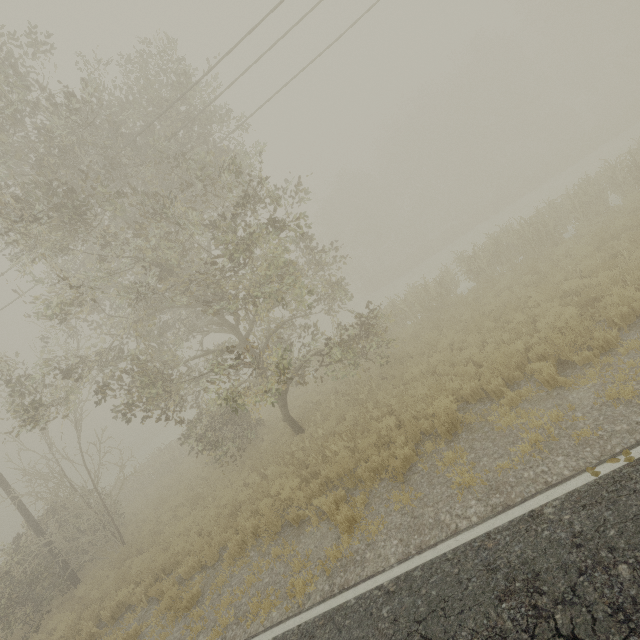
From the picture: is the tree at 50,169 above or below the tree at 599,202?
above

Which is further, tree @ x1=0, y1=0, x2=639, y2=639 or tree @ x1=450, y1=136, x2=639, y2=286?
tree @ x1=450, y1=136, x2=639, y2=286

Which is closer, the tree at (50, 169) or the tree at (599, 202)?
the tree at (50, 169)

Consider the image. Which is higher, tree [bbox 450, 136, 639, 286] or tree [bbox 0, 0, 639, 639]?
tree [bbox 0, 0, 639, 639]

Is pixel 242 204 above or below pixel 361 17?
below
